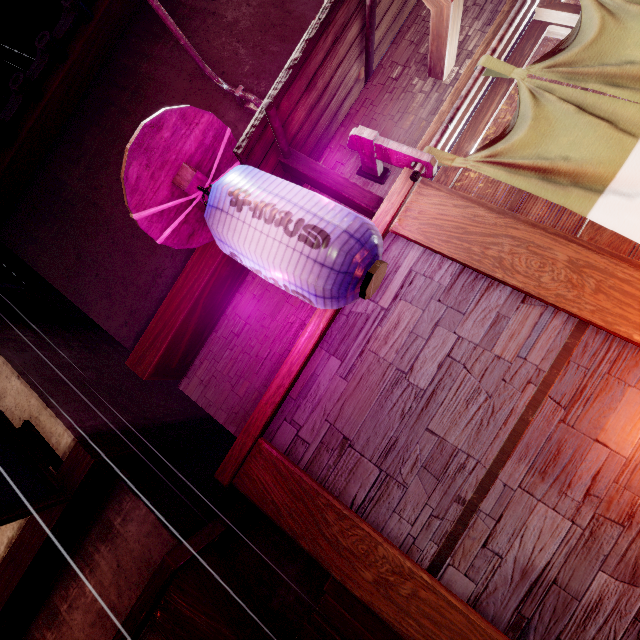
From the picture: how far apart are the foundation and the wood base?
2.6m

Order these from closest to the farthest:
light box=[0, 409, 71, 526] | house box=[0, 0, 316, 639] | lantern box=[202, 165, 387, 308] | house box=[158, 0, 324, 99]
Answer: lantern box=[202, 165, 387, 308] → light box=[0, 409, 71, 526] → house box=[0, 0, 316, 639] → house box=[158, 0, 324, 99]

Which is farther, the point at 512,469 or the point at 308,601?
the point at 308,601

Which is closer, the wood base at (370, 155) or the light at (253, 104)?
the wood base at (370, 155)

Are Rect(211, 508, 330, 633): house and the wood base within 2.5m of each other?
no

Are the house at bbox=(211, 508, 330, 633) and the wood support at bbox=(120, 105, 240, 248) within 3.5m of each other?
no

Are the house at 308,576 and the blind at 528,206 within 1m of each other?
no

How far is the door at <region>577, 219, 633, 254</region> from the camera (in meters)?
3.98
